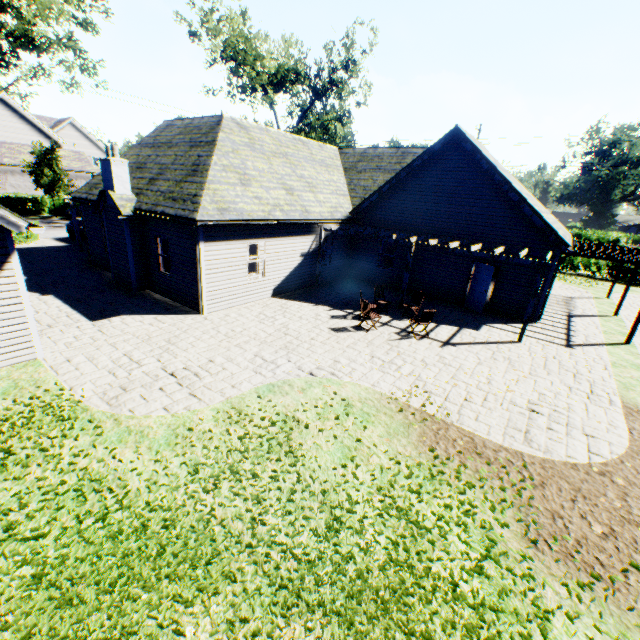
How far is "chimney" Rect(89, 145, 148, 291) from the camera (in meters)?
12.47

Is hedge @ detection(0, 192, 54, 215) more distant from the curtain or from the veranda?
the veranda

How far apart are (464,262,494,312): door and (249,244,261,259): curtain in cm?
992

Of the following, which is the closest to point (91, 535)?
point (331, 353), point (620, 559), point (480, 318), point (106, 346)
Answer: point (106, 346)

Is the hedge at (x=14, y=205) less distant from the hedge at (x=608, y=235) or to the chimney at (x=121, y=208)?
the chimney at (x=121, y=208)

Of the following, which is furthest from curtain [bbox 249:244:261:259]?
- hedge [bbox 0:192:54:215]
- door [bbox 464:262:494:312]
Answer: hedge [bbox 0:192:54:215]

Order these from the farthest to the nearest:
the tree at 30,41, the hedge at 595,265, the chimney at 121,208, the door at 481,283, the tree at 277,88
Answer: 1. the tree at 277,88
2. the hedge at 595,265
3. the tree at 30,41
4. the door at 481,283
5. the chimney at 121,208

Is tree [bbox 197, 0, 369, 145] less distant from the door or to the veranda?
the veranda
